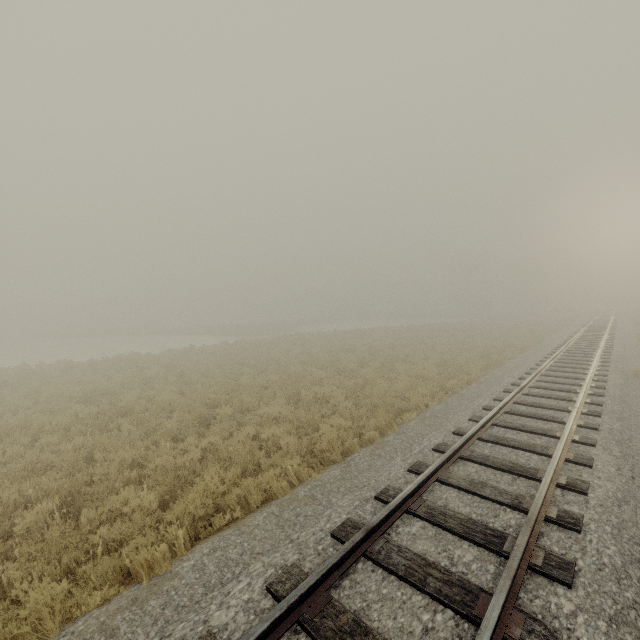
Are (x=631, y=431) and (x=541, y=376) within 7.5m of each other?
yes
